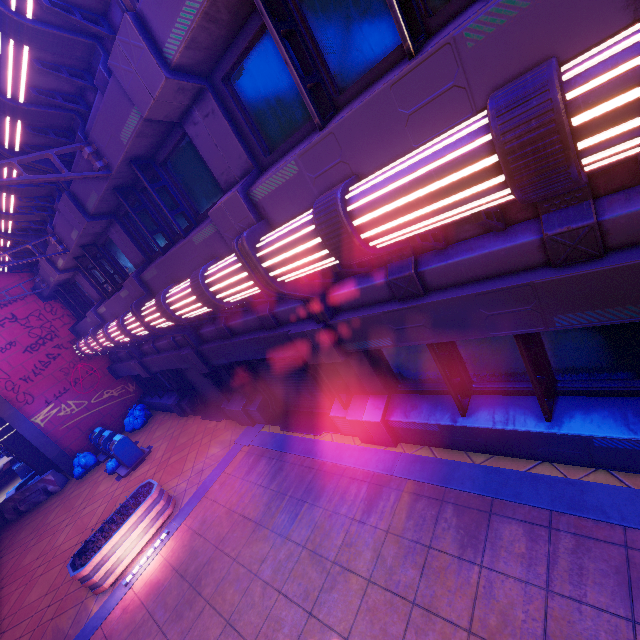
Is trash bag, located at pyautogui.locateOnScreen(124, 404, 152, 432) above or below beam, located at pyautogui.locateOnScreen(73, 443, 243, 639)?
above

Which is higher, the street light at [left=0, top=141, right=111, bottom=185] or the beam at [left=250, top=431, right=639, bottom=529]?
the street light at [left=0, top=141, right=111, bottom=185]

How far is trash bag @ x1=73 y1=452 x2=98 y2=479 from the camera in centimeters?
1353cm

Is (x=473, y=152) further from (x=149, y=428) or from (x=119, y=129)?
(x=149, y=428)

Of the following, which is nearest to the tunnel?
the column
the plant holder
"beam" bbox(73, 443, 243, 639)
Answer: the column

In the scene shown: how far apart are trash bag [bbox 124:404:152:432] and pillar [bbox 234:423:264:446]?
8.0 meters

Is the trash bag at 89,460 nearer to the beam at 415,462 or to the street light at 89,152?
the beam at 415,462

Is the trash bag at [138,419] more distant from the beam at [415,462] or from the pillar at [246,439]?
the beam at [415,462]
